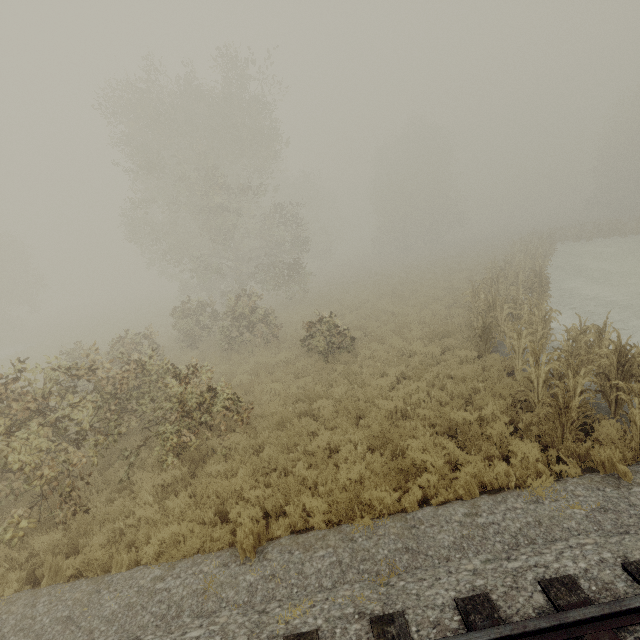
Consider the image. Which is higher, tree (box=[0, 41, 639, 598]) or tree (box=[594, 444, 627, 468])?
tree (box=[594, 444, 627, 468])

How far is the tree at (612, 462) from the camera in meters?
5.4 m

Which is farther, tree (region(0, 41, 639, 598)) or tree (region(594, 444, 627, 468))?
tree (region(0, 41, 639, 598))

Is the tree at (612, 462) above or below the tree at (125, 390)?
above

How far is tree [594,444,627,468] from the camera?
5.4m

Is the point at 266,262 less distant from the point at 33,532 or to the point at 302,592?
the point at 33,532
